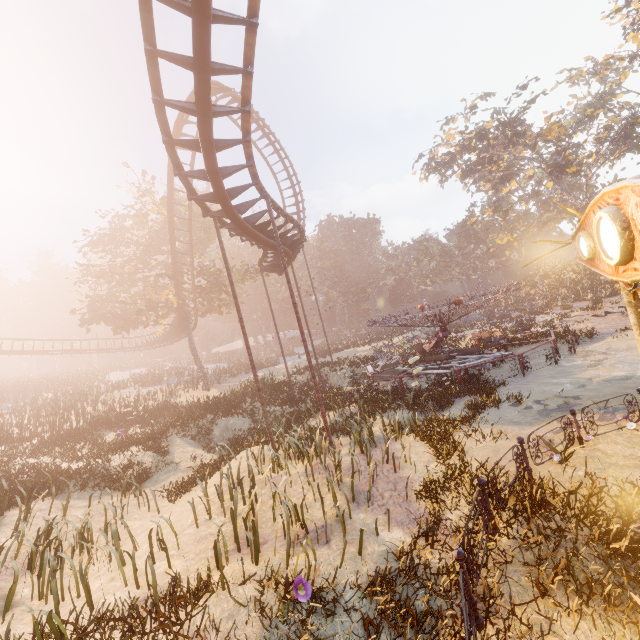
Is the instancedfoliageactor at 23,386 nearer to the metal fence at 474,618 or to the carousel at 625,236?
the carousel at 625,236

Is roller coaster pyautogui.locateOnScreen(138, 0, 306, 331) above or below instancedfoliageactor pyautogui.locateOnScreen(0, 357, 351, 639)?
above

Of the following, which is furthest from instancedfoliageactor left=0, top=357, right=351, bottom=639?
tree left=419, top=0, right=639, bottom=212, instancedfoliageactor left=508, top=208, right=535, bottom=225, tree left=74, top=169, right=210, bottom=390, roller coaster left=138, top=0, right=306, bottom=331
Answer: instancedfoliageactor left=508, top=208, right=535, bottom=225

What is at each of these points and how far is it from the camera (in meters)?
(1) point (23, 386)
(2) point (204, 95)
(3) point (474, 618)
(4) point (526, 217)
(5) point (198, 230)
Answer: (1) instancedfoliageactor, 38.00
(2) roller coaster, 7.09
(3) metal fence, 4.53
(4) instancedfoliageactor, 57.94
(5) tree, 30.16

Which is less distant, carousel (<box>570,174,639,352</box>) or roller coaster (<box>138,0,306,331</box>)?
carousel (<box>570,174,639,352</box>)

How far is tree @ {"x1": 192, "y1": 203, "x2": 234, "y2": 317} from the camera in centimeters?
2780cm

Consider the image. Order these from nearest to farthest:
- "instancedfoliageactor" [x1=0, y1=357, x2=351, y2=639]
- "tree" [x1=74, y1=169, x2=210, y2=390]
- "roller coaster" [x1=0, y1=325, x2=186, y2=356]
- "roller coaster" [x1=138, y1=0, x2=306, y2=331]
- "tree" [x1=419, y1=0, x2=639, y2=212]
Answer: "instancedfoliageactor" [x1=0, y1=357, x2=351, y2=639]
"roller coaster" [x1=138, y1=0, x2=306, y2=331]
"tree" [x1=74, y1=169, x2=210, y2=390]
"tree" [x1=419, y1=0, x2=639, y2=212]
"roller coaster" [x1=0, y1=325, x2=186, y2=356]

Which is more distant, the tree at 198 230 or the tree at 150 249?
the tree at 198 230
